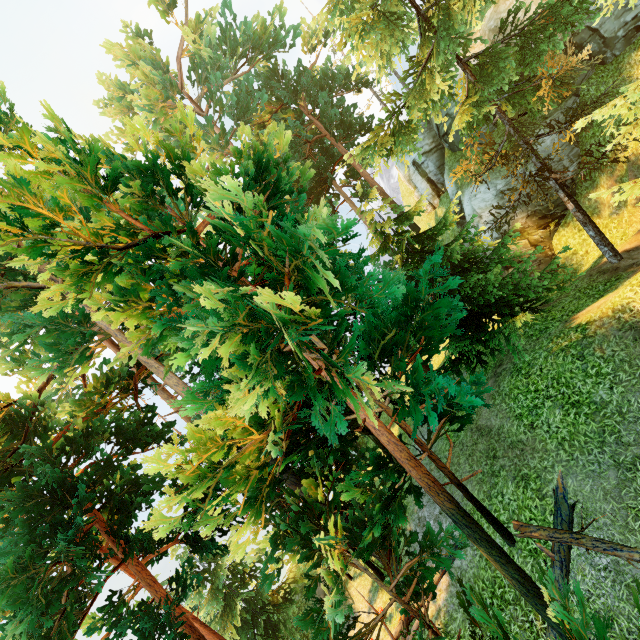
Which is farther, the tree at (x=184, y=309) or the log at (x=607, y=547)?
the log at (x=607, y=547)

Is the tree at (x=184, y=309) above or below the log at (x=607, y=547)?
above

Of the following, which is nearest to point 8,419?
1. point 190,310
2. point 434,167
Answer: point 190,310

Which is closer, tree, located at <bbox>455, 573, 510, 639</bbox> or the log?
tree, located at <bbox>455, 573, 510, 639</bbox>

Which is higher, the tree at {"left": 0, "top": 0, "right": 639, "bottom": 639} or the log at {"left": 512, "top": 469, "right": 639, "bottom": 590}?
the tree at {"left": 0, "top": 0, "right": 639, "bottom": 639}
